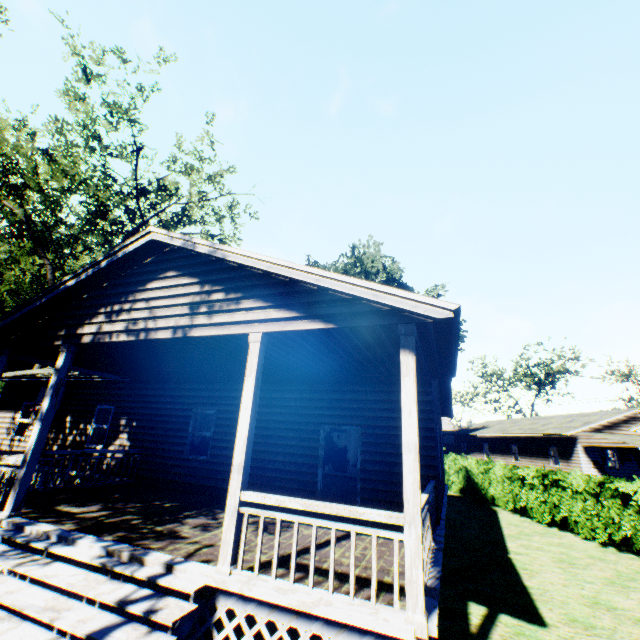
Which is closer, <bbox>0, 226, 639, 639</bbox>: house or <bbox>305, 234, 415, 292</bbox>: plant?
<bbox>0, 226, 639, 639</bbox>: house

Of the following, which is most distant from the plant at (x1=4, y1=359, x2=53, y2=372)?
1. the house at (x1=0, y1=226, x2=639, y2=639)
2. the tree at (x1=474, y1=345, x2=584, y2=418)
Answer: the tree at (x1=474, y1=345, x2=584, y2=418)

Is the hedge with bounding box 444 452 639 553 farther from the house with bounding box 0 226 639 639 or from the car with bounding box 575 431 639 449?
the car with bounding box 575 431 639 449

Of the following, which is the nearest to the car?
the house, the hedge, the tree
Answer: the hedge

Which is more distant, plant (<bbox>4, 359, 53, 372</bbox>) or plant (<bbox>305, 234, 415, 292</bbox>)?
plant (<bbox>305, 234, 415, 292</bbox>)

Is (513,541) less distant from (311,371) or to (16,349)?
(311,371)

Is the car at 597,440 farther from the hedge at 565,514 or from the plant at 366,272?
the plant at 366,272
